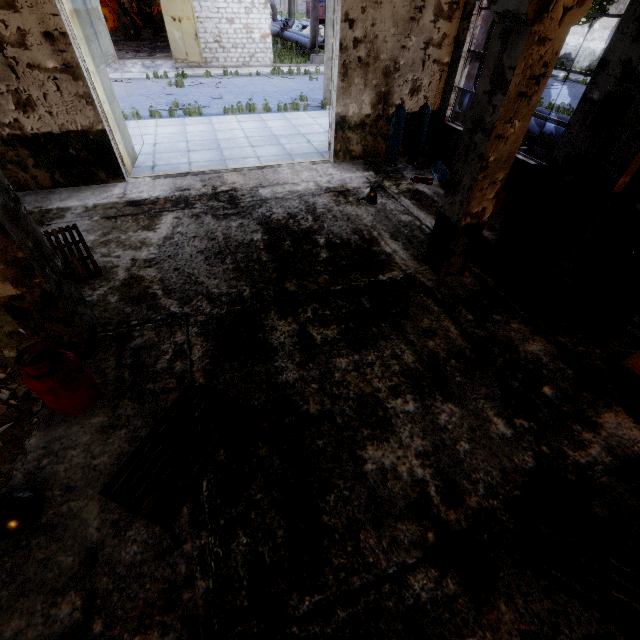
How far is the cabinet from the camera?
4.90m

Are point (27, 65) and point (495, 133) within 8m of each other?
no

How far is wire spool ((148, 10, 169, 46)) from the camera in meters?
24.9

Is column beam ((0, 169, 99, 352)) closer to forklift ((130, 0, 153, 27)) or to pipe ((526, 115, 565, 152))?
pipe ((526, 115, 565, 152))

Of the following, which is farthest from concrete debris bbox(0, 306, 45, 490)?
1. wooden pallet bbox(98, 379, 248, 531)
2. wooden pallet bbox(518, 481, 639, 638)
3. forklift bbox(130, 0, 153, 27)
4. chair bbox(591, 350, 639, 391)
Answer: forklift bbox(130, 0, 153, 27)

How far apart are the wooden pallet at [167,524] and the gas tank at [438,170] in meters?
7.3

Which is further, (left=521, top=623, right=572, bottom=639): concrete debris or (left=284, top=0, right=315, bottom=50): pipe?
(left=284, top=0, right=315, bottom=50): pipe

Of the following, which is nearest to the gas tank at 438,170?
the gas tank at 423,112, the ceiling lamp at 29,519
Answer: the gas tank at 423,112
